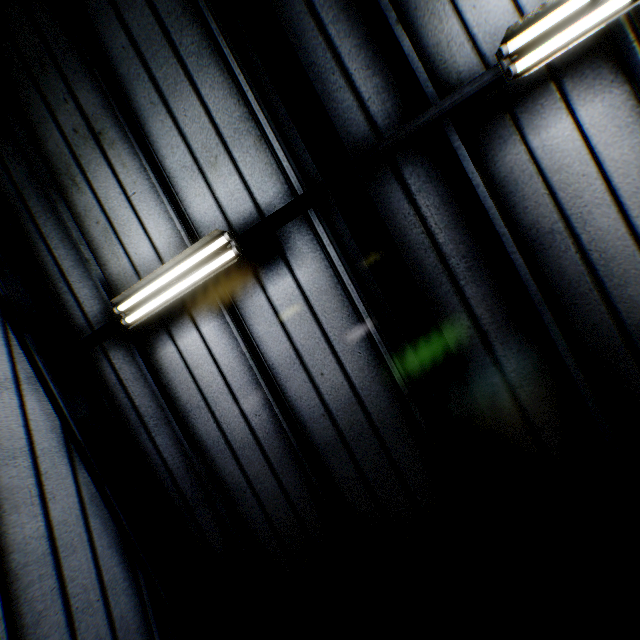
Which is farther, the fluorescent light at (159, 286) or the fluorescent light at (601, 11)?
the fluorescent light at (159, 286)

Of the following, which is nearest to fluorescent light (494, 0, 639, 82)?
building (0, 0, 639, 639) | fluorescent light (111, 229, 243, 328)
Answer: building (0, 0, 639, 639)

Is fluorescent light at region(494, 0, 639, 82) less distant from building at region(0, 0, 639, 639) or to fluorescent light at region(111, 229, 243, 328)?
building at region(0, 0, 639, 639)

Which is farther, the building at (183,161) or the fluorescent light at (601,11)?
the building at (183,161)

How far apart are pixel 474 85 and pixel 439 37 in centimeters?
70cm

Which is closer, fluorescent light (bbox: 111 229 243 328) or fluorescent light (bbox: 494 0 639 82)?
fluorescent light (bbox: 494 0 639 82)
